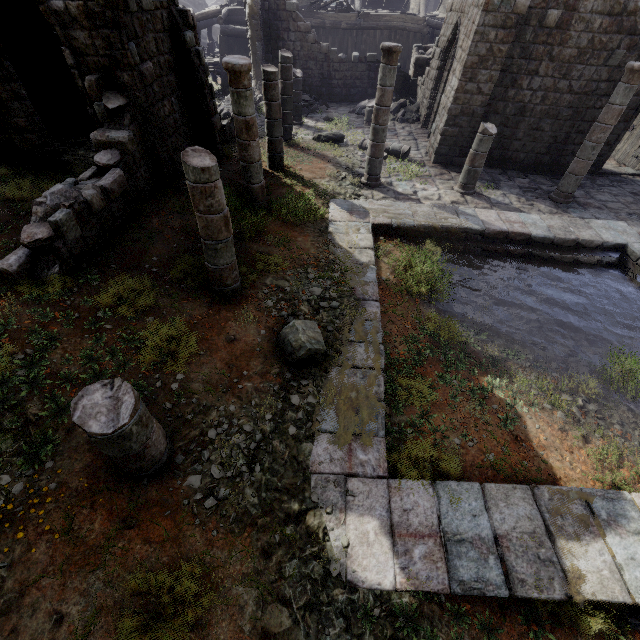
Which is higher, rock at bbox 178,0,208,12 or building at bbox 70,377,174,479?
rock at bbox 178,0,208,12

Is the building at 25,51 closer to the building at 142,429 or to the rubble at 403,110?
the rubble at 403,110

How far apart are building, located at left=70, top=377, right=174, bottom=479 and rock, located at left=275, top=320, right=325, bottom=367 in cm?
207

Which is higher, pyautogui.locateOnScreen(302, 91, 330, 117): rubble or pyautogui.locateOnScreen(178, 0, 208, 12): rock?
pyautogui.locateOnScreen(178, 0, 208, 12): rock

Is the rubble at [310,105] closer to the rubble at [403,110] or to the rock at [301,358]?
the rubble at [403,110]

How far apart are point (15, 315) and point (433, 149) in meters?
14.6 m

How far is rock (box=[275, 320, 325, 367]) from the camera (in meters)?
5.50

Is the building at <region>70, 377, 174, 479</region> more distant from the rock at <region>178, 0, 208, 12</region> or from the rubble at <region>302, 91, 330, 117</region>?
the rubble at <region>302, 91, 330, 117</region>
